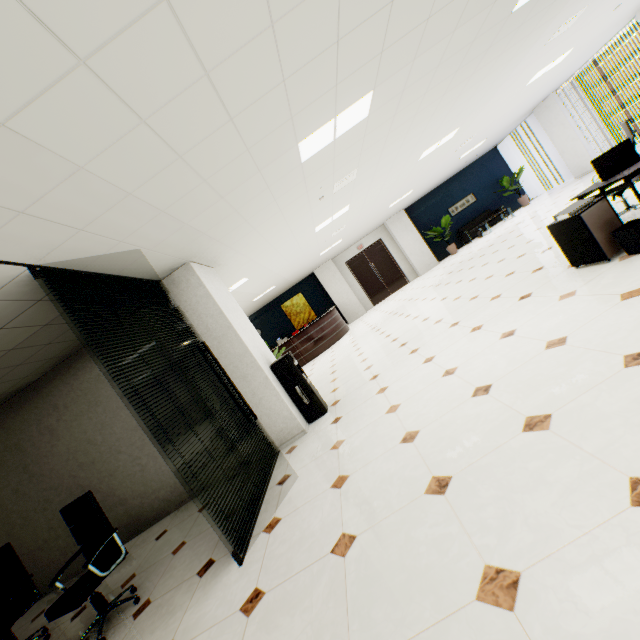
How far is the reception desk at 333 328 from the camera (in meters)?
11.56

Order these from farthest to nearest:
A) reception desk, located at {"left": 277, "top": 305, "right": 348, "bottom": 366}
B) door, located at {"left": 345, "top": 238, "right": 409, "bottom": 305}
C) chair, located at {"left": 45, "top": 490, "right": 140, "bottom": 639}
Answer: door, located at {"left": 345, "top": 238, "right": 409, "bottom": 305}
reception desk, located at {"left": 277, "top": 305, "right": 348, "bottom": 366}
chair, located at {"left": 45, "top": 490, "right": 140, "bottom": 639}

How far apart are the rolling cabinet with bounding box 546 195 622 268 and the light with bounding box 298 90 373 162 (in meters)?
2.58

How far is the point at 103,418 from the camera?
5.2 meters

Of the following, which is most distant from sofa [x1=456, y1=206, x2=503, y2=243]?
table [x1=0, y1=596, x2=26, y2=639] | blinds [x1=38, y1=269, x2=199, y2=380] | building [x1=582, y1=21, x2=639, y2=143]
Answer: building [x1=582, y1=21, x2=639, y2=143]

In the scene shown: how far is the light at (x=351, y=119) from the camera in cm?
348

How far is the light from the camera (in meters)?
3.48

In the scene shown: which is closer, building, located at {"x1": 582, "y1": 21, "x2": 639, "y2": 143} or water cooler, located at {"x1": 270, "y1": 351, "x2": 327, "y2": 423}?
water cooler, located at {"x1": 270, "y1": 351, "x2": 327, "y2": 423}
